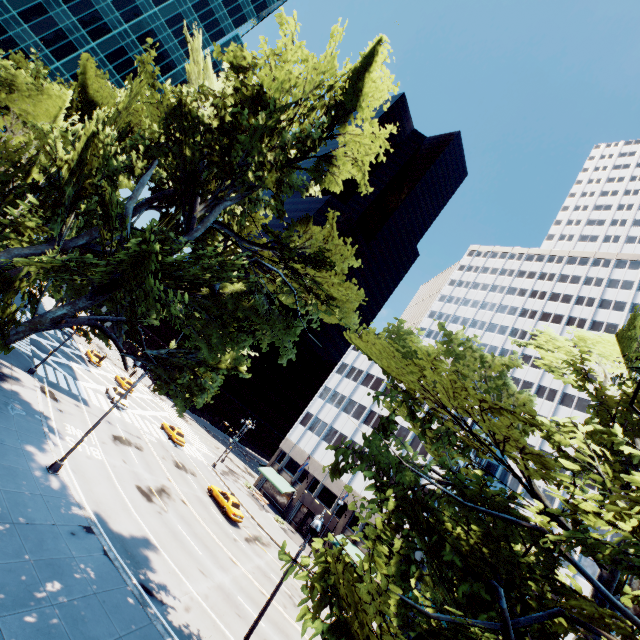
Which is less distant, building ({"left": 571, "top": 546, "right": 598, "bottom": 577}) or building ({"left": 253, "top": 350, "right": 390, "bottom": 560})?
building ({"left": 571, "top": 546, "right": 598, "bottom": 577})

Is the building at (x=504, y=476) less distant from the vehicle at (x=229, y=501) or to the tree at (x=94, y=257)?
the tree at (x=94, y=257)

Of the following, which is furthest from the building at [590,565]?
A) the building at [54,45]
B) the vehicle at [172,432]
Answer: the building at [54,45]

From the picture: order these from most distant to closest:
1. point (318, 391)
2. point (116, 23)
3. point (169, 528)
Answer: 1. point (318, 391)
2. point (116, 23)
3. point (169, 528)

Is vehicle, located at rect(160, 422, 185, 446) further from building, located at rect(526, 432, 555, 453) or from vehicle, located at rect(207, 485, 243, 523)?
building, located at rect(526, 432, 555, 453)

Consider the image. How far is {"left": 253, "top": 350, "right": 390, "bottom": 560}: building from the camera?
43.2m
